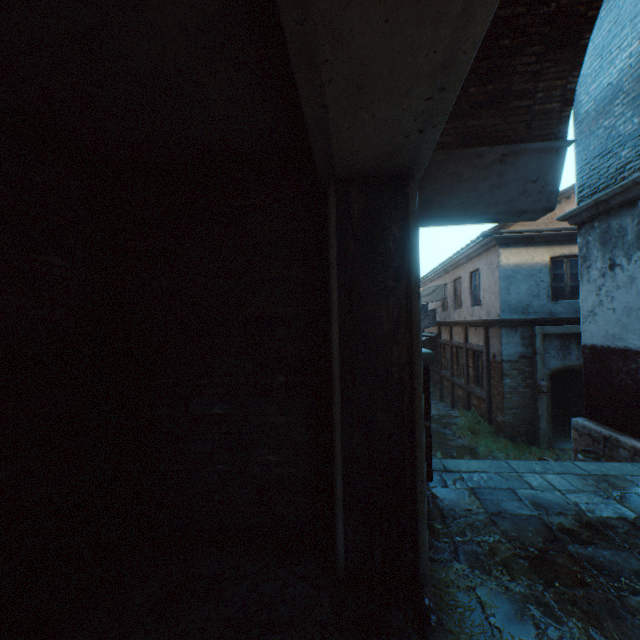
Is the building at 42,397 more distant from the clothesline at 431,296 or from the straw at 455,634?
the straw at 455,634

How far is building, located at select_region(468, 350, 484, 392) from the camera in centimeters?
1148cm

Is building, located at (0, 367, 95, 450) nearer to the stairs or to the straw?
the stairs

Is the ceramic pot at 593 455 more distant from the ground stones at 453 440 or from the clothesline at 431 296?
the clothesline at 431 296

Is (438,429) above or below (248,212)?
below

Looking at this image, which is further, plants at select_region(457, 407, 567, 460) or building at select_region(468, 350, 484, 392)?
building at select_region(468, 350, 484, 392)

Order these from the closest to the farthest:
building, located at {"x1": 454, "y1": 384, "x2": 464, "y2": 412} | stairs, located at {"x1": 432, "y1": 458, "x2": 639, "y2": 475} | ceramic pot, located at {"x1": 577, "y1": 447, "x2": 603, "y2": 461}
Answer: stairs, located at {"x1": 432, "y1": 458, "x2": 639, "y2": 475}, ceramic pot, located at {"x1": 577, "y1": 447, "x2": 603, "y2": 461}, building, located at {"x1": 454, "y1": 384, "x2": 464, "y2": 412}
